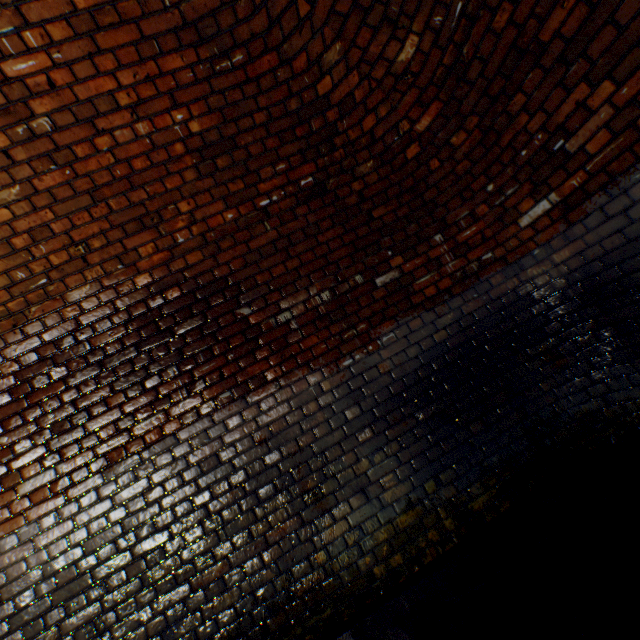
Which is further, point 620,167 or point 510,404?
point 510,404
